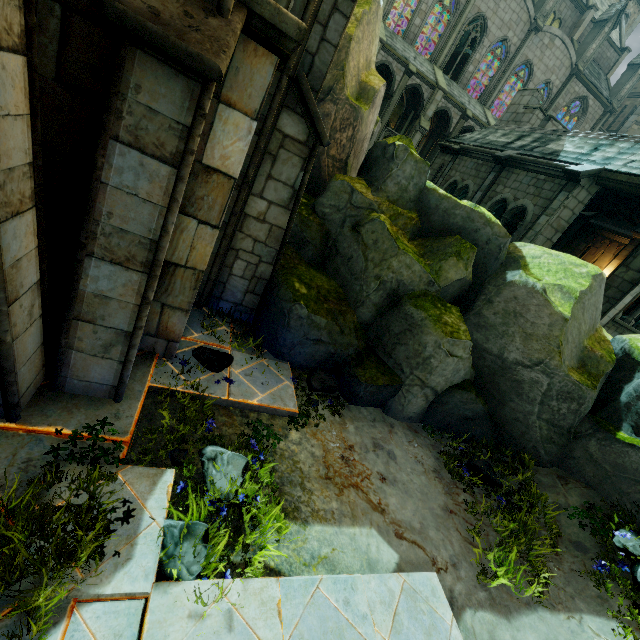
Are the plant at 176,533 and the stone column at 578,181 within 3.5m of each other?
no

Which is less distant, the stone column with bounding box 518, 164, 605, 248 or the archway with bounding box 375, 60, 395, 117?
the stone column with bounding box 518, 164, 605, 248

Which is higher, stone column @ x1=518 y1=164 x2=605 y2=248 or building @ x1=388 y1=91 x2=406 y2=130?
building @ x1=388 y1=91 x2=406 y2=130

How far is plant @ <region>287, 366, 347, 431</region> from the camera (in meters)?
5.25

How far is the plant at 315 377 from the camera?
5.25m

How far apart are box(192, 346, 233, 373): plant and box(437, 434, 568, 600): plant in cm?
429

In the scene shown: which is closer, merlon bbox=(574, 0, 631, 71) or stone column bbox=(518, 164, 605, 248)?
stone column bbox=(518, 164, 605, 248)

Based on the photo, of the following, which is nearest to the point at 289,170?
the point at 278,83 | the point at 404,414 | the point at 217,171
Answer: the point at 278,83
